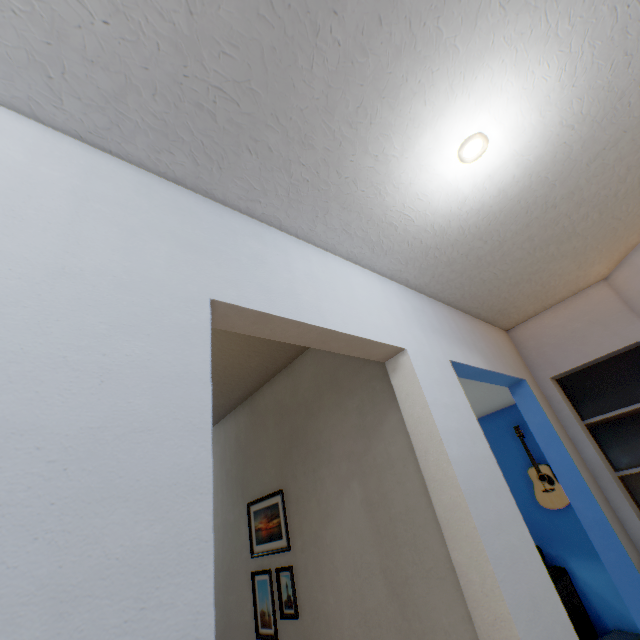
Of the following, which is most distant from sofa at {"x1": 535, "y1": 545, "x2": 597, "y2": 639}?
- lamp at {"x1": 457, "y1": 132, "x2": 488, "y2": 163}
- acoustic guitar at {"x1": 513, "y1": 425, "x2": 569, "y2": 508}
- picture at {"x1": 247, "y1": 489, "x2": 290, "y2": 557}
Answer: lamp at {"x1": 457, "y1": 132, "x2": 488, "y2": 163}

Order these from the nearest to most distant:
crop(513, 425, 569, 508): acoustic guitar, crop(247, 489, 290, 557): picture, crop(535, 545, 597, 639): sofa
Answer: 1. crop(247, 489, 290, 557): picture
2. crop(535, 545, 597, 639): sofa
3. crop(513, 425, 569, 508): acoustic guitar

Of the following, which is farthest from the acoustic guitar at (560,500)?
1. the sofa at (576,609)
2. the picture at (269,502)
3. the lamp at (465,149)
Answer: the lamp at (465,149)

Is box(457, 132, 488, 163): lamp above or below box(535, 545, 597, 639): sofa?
above

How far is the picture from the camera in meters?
1.8

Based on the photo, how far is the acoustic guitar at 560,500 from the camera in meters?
3.8

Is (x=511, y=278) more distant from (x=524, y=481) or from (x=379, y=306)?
(x=524, y=481)

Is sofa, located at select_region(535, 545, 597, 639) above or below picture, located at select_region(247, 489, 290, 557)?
below
